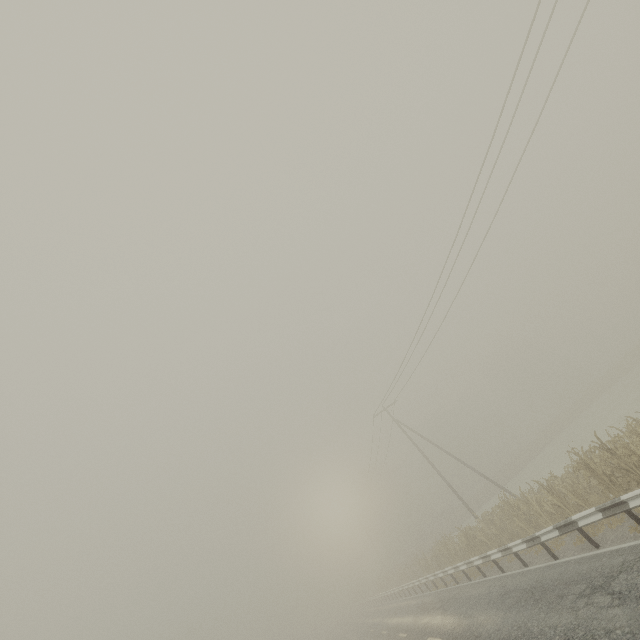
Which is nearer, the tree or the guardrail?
the guardrail

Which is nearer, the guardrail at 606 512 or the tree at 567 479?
the guardrail at 606 512

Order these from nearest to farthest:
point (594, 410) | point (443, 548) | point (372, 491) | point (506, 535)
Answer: point (506, 535) → point (443, 548) → point (594, 410) → point (372, 491)
